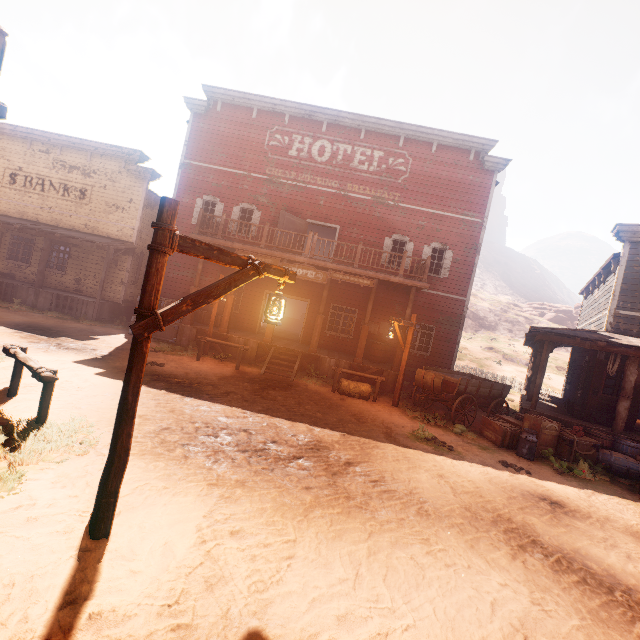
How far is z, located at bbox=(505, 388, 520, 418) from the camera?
14.55m

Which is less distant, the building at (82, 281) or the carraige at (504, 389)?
the carraige at (504, 389)

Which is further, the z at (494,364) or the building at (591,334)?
the z at (494,364)

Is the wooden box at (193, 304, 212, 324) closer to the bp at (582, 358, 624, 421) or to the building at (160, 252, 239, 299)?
the building at (160, 252, 239, 299)

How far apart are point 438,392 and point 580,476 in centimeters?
394cm

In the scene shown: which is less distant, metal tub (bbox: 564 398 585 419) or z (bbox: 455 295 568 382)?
metal tub (bbox: 564 398 585 419)

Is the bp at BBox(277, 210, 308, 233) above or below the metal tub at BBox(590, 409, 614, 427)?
above

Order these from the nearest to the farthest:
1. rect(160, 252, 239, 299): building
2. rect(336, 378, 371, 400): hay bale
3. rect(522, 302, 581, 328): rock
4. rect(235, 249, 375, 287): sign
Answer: rect(336, 378, 371, 400): hay bale < rect(235, 249, 375, 287): sign < rect(160, 252, 239, 299): building < rect(522, 302, 581, 328): rock
